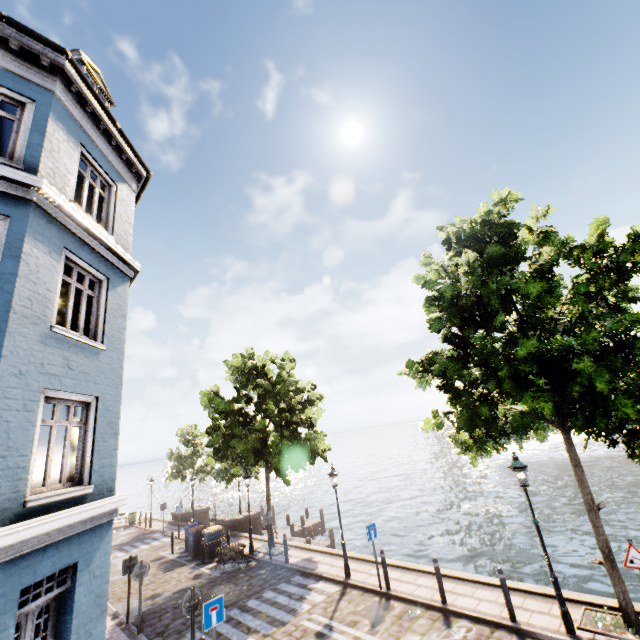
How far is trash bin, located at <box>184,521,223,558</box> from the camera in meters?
16.9

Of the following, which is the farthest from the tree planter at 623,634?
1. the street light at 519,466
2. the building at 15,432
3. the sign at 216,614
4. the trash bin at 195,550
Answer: the trash bin at 195,550

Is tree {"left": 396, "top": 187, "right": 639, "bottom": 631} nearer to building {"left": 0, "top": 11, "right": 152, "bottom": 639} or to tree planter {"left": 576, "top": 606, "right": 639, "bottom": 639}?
tree planter {"left": 576, "top": 606, "right": 639, "bottom": 639}

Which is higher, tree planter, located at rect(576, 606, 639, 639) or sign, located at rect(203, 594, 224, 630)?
sign, located at rect(203, 594, 224, 630)

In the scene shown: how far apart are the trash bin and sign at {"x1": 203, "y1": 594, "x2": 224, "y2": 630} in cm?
1215

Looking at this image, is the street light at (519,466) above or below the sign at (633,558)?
above

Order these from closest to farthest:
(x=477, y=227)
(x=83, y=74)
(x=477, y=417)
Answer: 1. (x=83, y=74)
2. (x=477, y=417)
3. (x=477, y=227)

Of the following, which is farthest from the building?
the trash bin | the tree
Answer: the trash bin
